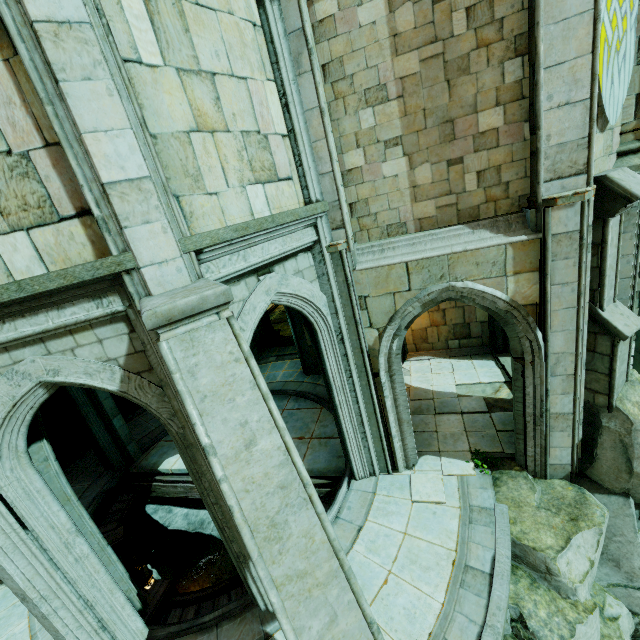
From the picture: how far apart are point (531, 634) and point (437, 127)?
9.29m

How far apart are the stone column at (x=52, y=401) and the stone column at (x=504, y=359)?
17.2 meters

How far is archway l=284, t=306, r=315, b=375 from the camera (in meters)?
13.66

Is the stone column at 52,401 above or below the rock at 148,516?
above

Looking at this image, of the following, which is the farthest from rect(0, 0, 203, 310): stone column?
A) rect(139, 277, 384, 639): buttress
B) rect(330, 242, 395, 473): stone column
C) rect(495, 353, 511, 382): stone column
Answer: rect(495, 353, 511, 382): stone column

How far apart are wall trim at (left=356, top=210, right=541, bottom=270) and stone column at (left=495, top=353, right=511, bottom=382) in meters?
5.8 m

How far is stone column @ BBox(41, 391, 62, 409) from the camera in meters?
12.5

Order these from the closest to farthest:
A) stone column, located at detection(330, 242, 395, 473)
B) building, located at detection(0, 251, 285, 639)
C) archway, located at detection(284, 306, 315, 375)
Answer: building, located at detection(0, 251, 285, 639) → stone column, located at detection(330, 242, 395, 473) → archway, located at detection(284, 306, 315, 375)
